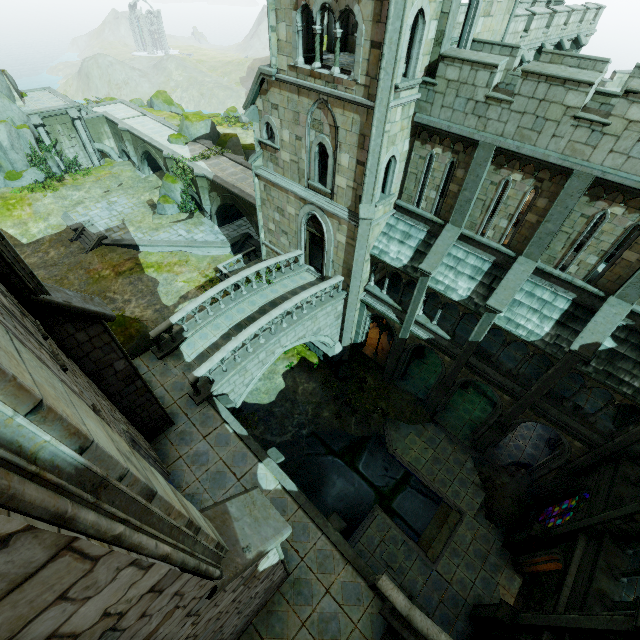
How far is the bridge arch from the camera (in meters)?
35.56

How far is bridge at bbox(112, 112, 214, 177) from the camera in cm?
3019

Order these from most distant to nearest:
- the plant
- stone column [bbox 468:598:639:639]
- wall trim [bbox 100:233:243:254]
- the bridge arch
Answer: the bridge arch, wall trim [bbox 100:233:243:254], the plant, stone column [bbox 468:598:639:639]

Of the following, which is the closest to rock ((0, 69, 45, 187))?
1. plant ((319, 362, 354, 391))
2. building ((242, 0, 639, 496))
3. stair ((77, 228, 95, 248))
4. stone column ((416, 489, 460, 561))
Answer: stair ((77, 228, 95, 248))

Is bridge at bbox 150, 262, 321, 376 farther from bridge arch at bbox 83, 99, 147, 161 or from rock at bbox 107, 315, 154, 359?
bridge arch at bbox 83, 99, 147, 161

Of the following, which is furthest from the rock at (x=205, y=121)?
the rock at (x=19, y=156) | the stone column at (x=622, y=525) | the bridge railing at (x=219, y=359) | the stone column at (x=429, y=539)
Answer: the stone column at (x=622, y=525)

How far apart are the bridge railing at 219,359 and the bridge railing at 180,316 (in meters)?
2.66

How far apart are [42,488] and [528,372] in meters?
18.6
